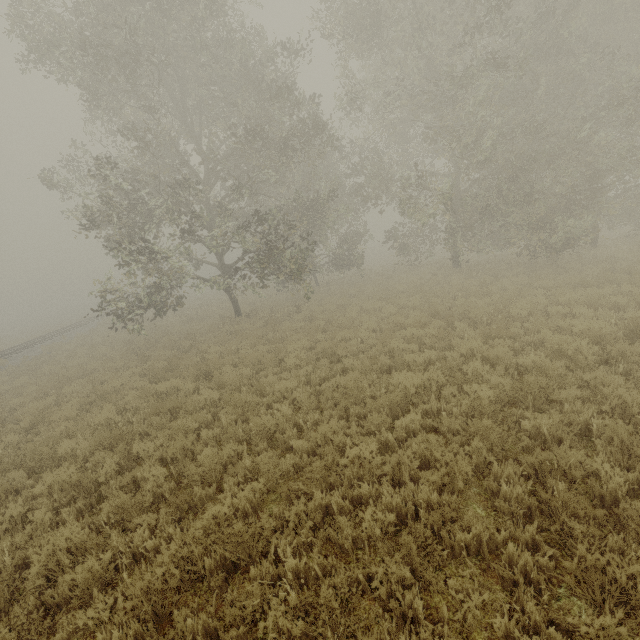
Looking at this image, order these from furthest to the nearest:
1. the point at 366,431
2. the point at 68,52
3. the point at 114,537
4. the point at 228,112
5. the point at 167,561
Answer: the point at 228,112 → the point at 68,52 → the point at 366,431 → the point at 114,537 → the point at 167,561
